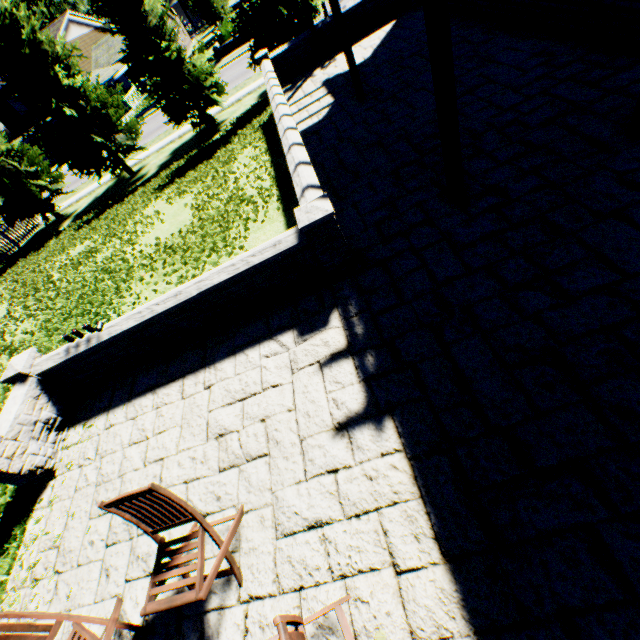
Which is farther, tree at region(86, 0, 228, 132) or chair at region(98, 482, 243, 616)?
tree at region(86, 0, 228, 132)

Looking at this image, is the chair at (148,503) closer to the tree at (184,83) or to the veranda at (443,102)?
the veranda at (443,102)

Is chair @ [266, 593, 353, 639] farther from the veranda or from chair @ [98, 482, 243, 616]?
the veranda

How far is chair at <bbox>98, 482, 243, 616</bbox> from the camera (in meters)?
2.40

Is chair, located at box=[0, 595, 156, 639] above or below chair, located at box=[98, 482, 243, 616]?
below

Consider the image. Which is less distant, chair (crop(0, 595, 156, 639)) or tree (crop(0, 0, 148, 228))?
chair (crop(0, 595, 156, 639))

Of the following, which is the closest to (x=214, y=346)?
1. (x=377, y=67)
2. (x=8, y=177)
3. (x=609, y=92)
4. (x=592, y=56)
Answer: (x=609, y=92)

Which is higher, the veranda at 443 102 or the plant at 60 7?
the plant at 60 7
